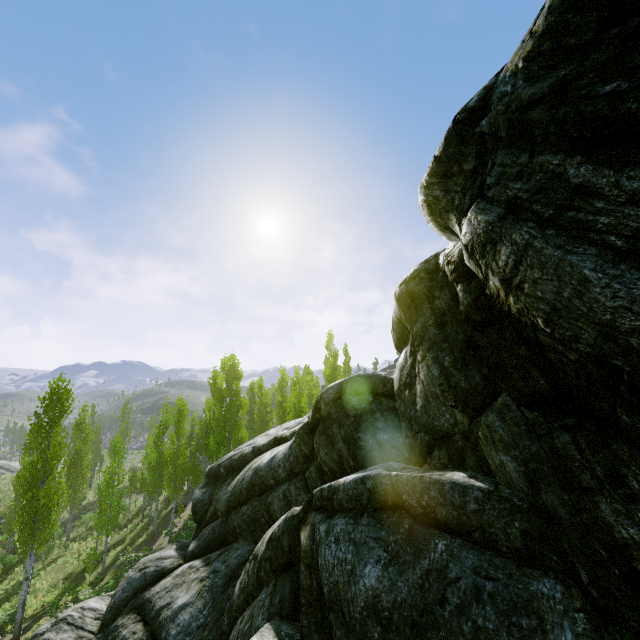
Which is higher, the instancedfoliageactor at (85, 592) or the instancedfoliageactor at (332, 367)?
the instancedfoliageactor at (332, 367)

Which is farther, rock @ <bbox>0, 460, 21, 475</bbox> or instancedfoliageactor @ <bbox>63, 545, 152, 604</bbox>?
rock @ <bbox>0, 460, 21, 475</bbox>

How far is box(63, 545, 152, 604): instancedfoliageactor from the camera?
14.05m

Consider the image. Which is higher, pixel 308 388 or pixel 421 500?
pixel 308 388

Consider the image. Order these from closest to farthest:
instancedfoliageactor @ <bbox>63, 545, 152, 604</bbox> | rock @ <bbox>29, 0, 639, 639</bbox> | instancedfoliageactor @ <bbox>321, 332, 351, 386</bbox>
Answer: rock @ <bbox>29, 0, 639, 639</bbox>
instancedfoliageactor @ <bbox>63, 545, 152, 604</bbox>
instancedfoliageactor @ <bbox>321, 332, 351, 386</bbox>

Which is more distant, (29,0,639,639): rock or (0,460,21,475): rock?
(0,460,21,475): rock

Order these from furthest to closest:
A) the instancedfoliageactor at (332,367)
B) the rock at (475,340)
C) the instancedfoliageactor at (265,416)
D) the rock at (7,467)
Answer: the rock at (7,467)
the instancedfoliageactor at (332,367)
the instancedfoliageactor at (265,416)
the rock at (475,340)
